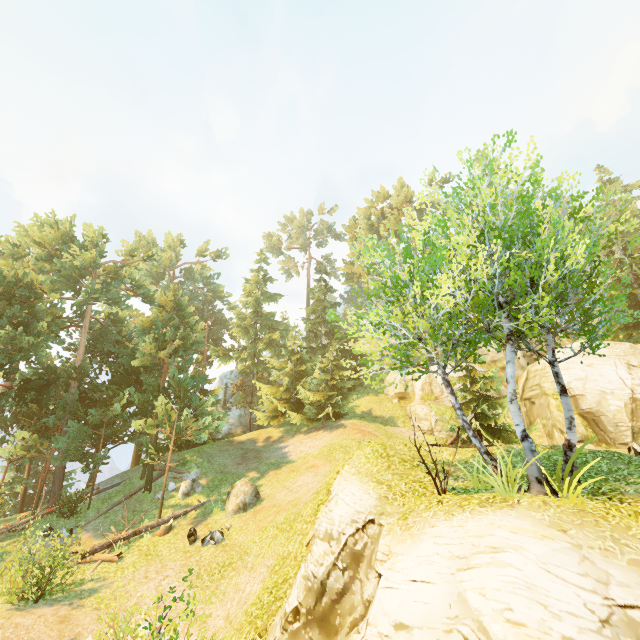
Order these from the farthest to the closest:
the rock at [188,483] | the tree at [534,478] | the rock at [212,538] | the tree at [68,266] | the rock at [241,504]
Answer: the rock at [188,483], the rock at [241,504], the rock at [212,538], the tree at [68,266], the tree at [534,478]

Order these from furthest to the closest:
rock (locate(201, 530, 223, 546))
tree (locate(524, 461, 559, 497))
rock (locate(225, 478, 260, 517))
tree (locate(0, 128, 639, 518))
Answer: rock (locate(225, 478, 260, 517)), rock (locate(201, 530, 223, 546)), tree (locate(0, 128, 639, 518)), tree (locate(524, 461, 559, 497))

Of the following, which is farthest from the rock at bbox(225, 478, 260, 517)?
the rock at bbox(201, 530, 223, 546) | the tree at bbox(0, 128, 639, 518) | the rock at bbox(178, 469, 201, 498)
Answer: the rock at bbox(178, 469, 201, 498)

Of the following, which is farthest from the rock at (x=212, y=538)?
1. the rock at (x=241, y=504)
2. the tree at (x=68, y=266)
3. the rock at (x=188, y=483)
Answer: the rock at (x=188, y=483)

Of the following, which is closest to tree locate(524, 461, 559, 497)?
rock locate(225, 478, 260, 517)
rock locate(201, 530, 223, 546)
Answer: rock locate(225, 478, 260, 517)

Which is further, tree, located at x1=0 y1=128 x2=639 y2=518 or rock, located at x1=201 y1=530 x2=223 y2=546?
rock, located at x1=201 y1=530 x2=223 y2=546

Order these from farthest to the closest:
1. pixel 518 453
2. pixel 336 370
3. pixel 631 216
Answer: pixel 631 216, pixel 336 370, pixel 518 453

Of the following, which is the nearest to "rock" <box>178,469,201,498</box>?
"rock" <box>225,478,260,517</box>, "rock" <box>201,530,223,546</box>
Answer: "rock" <box>225,478,260,517</box>
